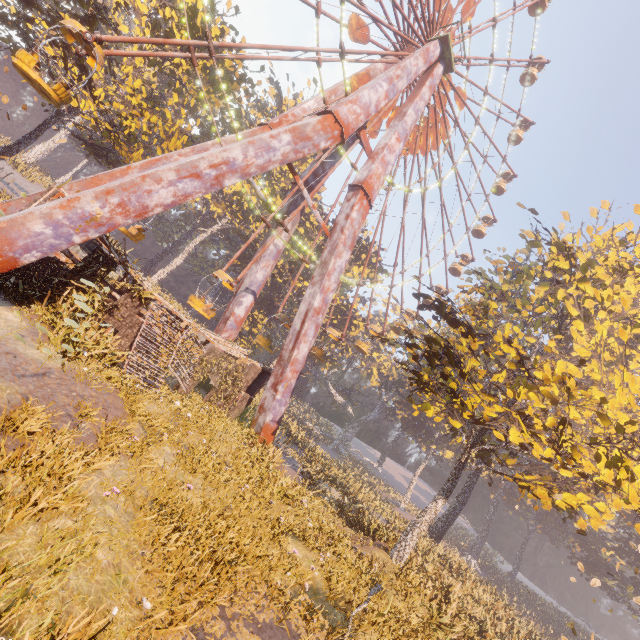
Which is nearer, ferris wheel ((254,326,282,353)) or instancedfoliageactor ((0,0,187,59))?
instancedfoliageactor ((0,0,187,59))

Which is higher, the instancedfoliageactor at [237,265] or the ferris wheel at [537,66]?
the ferris wheel at [537,66]

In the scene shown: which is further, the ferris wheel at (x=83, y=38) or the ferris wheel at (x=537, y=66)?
the ferris wheel at (x=537, y=66)

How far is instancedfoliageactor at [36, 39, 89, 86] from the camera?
15.9m

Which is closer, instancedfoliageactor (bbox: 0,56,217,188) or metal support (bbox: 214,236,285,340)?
instancedfoliageactor (bbox: 0,56,217,188)

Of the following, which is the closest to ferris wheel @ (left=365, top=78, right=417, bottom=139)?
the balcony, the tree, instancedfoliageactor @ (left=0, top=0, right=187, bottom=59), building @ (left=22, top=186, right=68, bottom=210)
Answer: the balcony

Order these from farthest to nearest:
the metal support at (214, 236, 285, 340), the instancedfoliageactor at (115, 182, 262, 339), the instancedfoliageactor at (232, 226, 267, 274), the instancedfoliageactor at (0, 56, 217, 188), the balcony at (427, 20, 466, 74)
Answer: the instancedfoliageactor at (232, 226, 267, 274)
the metal support at (214, 236, 285, 340)
the balcony at (427, 20, 466, 74)
the instancedfoliageactor at (115, 182, 262, 339)
the instancedfoliageactor at (0, 56, 217, 188)

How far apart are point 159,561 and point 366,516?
14.69m
